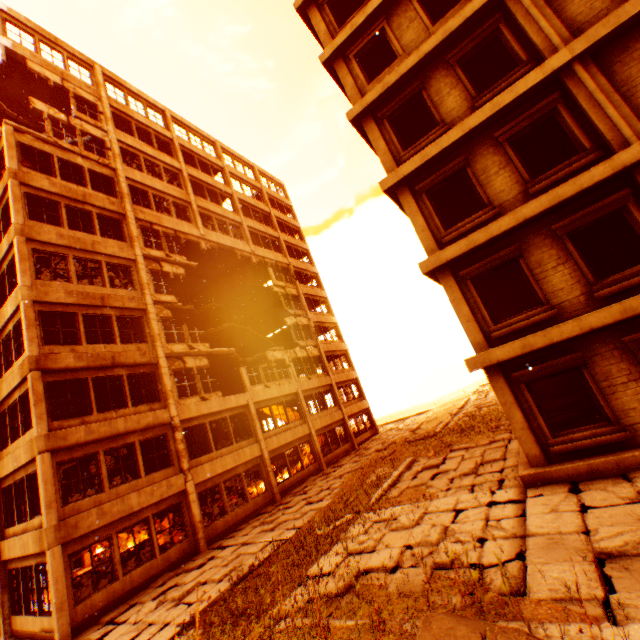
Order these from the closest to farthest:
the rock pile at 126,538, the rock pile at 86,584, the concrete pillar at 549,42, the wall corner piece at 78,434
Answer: the concrete pillar at 549,42 < the wall corner piece at 78,434 < the rock pile at 86,584 < the rock pile at 126,538

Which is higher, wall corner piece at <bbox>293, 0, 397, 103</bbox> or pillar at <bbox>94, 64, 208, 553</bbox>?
wall corner piece at <bbox>293, 0, 397, 103</bbox>

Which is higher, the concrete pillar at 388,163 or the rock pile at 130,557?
the concrete pillar at 388,163

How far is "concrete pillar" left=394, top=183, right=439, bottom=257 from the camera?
9.8 meters

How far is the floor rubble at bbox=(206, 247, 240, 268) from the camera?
25.00m

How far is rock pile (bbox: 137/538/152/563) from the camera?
13.5m

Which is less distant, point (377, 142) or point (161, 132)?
point (377, 142)

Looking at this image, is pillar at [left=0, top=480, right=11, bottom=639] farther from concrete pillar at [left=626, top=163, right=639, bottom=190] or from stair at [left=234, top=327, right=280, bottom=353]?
concrete pillar at [left=626, top=163, right=639, bottom=190]
